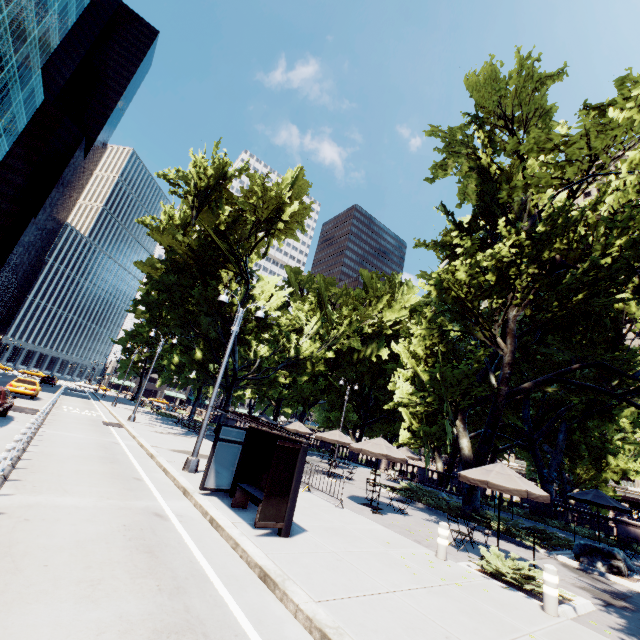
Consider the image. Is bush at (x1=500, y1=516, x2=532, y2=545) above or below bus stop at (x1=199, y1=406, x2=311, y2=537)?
below

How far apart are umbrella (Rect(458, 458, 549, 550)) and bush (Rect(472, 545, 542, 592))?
1.6m

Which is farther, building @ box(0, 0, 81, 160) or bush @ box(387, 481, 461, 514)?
building @ box(0, 0, 81, 160)

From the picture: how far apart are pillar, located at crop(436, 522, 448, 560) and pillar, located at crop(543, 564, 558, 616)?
2.4 meters

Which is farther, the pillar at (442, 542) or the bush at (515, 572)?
the pillar at (442, 542)

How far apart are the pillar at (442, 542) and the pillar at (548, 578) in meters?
2.4

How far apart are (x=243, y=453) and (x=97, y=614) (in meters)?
6.46

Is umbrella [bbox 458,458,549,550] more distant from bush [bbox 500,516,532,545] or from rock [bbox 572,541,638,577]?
rock [bbox 572,541,638,577]
